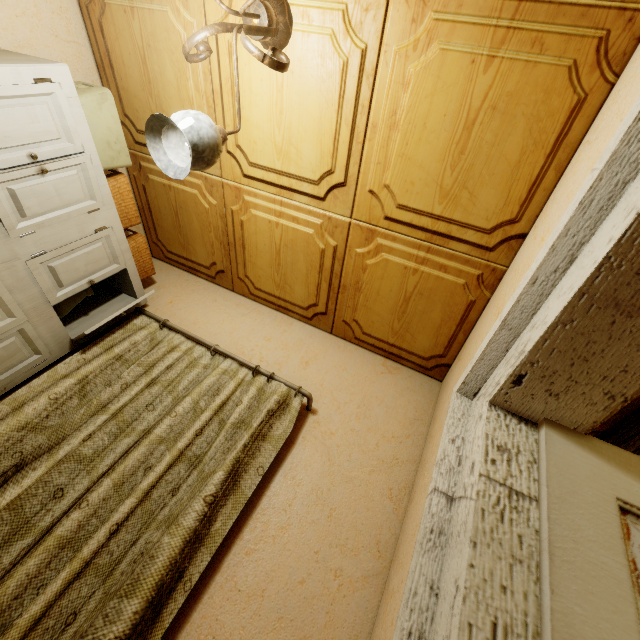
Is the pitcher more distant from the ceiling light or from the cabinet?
the ceiling light

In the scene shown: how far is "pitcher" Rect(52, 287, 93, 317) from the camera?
1.8m

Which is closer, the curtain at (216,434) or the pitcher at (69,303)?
the curtain at (216,434)

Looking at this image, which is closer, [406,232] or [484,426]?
[484,426]

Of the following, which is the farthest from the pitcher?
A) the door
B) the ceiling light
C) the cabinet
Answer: the door

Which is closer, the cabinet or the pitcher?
the cabinet

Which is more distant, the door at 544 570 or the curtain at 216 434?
the curtain at 216 434

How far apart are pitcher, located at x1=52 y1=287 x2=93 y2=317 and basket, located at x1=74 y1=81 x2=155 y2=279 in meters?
0.5 m
